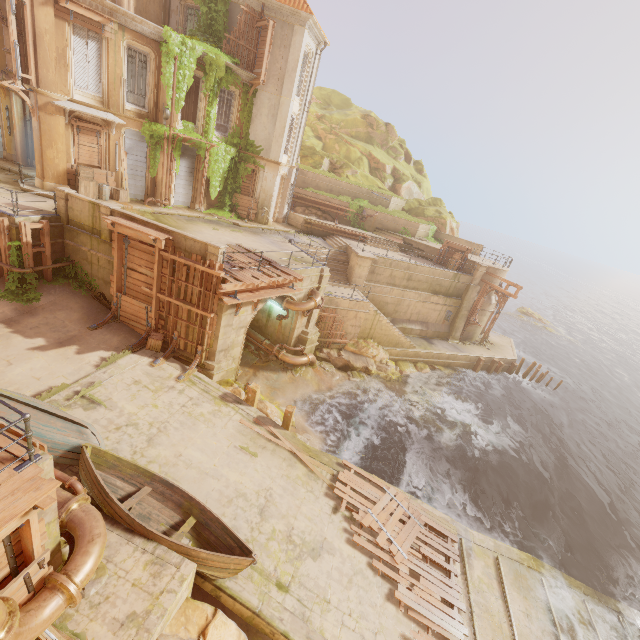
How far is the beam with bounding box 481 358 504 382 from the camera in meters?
28.0 m

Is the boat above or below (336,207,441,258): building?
below

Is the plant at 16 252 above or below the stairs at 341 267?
below

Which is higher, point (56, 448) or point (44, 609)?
point (44, 609)

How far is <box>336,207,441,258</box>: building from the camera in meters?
28.5

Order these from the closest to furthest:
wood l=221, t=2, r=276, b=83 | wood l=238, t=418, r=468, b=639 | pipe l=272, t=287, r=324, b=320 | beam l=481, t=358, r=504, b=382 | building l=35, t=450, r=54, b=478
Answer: building l=35, t=450, r=54, b=478
wood l=238, t=418, r=468, b=639
pipe l=272, t=287, r=324, b=320
wood l=221, t=2, r=276, b=83
beam l=481, t=358, r=504, b=382

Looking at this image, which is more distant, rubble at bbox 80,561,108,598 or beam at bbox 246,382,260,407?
beam at bbox 246,382,260,407

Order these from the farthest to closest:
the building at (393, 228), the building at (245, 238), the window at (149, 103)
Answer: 1. the building at (393, 228)
2. the building at (245, 238)
3. the window at (149, 103)
